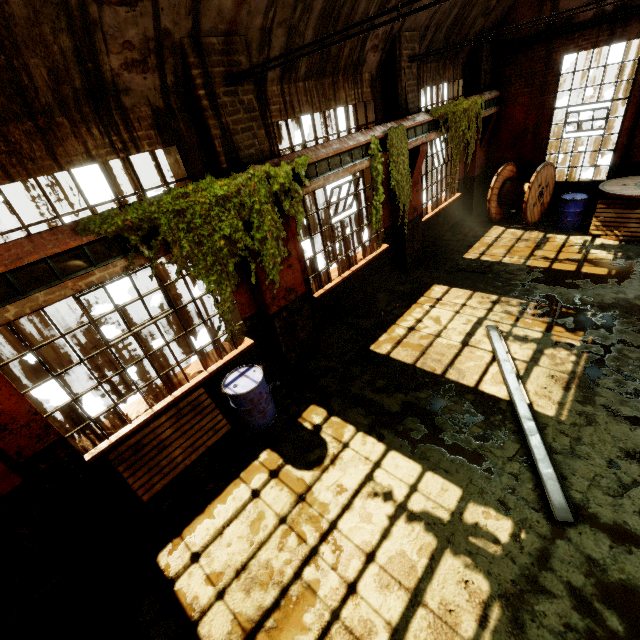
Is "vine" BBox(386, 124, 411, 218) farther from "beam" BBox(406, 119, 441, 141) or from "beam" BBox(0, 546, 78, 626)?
"beam" BBox(0, 546, 78, 626)

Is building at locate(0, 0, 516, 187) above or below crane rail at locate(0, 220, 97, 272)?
above

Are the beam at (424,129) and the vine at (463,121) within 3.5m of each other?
yes

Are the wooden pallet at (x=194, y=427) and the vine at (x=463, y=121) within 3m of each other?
no

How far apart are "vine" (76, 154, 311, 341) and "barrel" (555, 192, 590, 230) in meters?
8.6

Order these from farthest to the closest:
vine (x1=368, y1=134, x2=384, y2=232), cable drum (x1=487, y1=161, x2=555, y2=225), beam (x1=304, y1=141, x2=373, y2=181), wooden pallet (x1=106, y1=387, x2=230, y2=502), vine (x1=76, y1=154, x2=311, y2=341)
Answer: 1. cable drum (x1=487, y1=161, x2=555, y2=225)
2. vine (x1=368, y1=134, x2=384, y2=232)
3. beam (x1=304, y1=141, x2=373, y2=181)
4. wooden pallet (x1=106, y1=387, x2=230, y2=502)
5. vine (x1=76, y1=154, x2=311, y2=341)

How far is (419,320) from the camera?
7.6 meters

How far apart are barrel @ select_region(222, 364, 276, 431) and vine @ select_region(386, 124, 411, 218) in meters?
4.9 m
